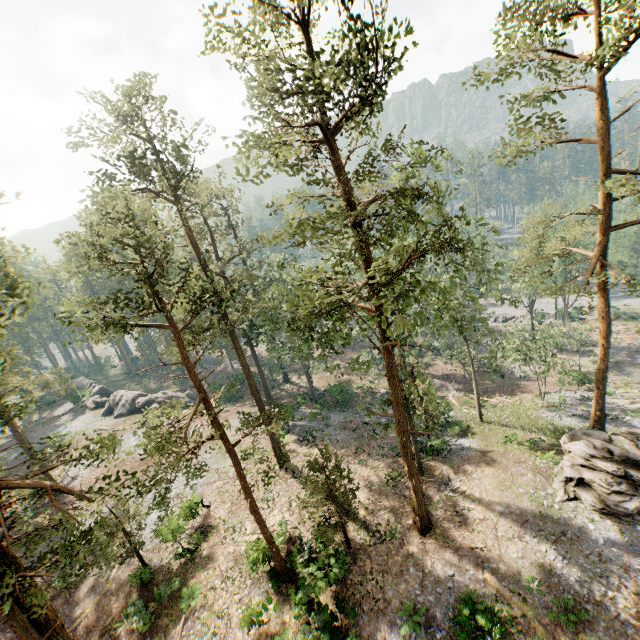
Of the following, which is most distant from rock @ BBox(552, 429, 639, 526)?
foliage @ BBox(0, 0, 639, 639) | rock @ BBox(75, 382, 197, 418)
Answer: rock @ BBox(75, 382, 197, 418)

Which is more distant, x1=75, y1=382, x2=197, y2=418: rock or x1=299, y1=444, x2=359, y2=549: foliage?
x1=75, y1=382, x2=197, y2=418: rock

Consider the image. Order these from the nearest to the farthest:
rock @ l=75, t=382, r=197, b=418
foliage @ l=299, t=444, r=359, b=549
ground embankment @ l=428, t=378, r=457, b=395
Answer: foliage @ l=299, t=444, r=359, b=549 < ground embankment @ l=428, t=378, r=457, b=395 < rock @ l=75, t=382, r=197, b=418

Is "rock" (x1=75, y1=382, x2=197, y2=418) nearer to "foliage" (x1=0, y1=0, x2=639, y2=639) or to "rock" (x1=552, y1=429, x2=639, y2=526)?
"foliage" (x1=0, y1=0, x2=639, y2=639)

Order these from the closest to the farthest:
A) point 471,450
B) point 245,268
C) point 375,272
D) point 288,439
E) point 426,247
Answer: point 375,272 → point 426,247 → point 245,268 → point 471,450 → point 288,439

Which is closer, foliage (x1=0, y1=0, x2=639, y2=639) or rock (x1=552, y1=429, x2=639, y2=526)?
foliage (x1=0, y1=0, x2=639, y2=639)

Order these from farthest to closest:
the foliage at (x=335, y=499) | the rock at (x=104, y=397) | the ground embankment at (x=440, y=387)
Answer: the rock at (x=104, y=397) < the ground embankment at (x=440, y=387) < the foliage at (x=335, y=499)

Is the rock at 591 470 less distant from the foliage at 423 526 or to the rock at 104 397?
the foliage at 423 526
